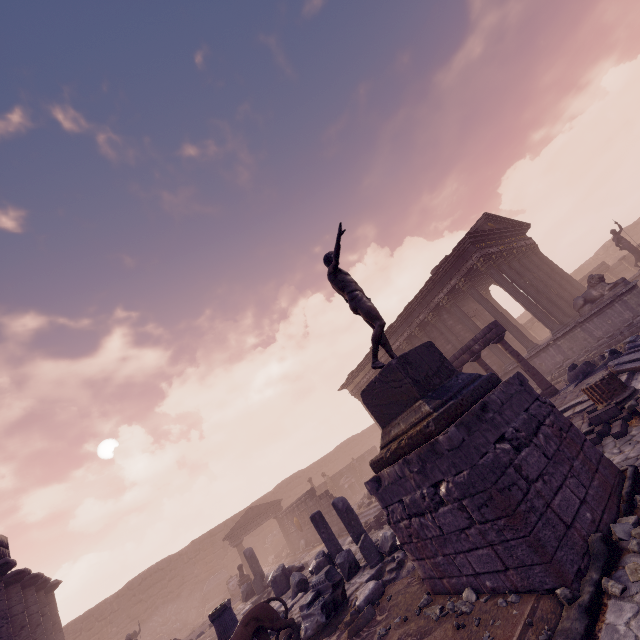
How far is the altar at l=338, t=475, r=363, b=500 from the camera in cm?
2576

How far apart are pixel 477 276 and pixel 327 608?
18.0 meters

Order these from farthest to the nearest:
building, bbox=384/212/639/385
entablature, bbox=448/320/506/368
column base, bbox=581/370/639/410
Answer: building, bbox=384/212/639/385 < entablature, bbox=448/320/506/368 < column base, bbox=581/370/639/410

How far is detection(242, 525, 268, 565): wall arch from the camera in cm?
2873

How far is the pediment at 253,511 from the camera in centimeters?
2272cm

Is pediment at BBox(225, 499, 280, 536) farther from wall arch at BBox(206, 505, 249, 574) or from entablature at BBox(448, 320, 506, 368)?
entablature at BBox(448, 320, 506, 368)

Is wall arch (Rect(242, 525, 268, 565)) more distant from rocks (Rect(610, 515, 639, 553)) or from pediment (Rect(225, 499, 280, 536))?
rocks (Rect(610, 515, 639, 553))

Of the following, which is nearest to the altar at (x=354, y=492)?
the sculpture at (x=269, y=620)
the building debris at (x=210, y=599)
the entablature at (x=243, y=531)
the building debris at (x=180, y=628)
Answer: the entablature at (x=243, y=531)
